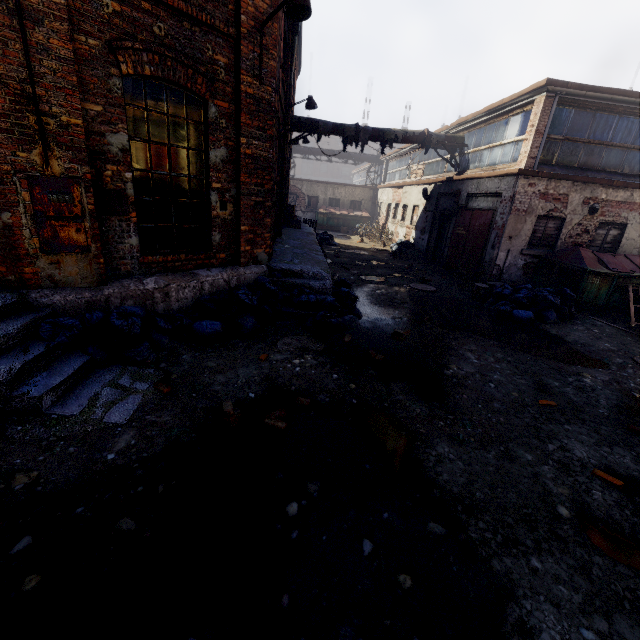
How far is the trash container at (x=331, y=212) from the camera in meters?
26.0

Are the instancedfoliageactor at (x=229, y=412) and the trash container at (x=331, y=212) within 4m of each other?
no

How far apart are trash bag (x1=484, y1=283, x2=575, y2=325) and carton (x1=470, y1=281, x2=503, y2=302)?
0.3 meters

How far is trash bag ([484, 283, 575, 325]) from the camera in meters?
8.2 m

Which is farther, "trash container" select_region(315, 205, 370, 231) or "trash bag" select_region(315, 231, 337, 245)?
"trash container" select_region(315, 205, 370, 231)

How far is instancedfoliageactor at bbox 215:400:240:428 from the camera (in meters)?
3.56

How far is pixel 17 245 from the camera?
4.1 meters

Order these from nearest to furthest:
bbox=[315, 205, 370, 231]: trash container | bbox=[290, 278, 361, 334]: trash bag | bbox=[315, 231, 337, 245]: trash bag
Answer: bbox=[290, 278, 361, 334]: trash bag, bbox=[315, 231, 337, 245]: trash bag, bbox=[315, 205, 370, 231]: trash container
